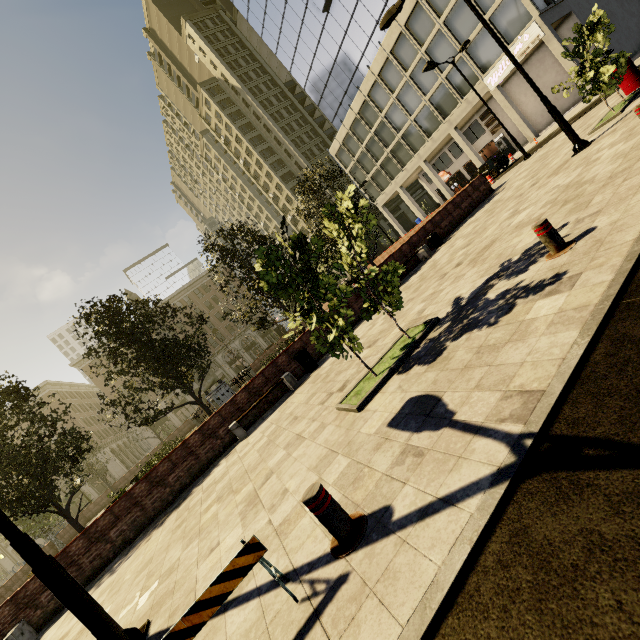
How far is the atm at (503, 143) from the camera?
33.3 meters

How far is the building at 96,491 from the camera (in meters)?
48.81

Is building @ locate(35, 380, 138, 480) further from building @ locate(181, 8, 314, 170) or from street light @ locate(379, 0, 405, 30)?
street light @ locate(379, 0, 405, 30)

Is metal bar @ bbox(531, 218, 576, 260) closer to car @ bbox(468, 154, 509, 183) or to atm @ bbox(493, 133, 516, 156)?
car @ bbox(468, 154, 509, 183)

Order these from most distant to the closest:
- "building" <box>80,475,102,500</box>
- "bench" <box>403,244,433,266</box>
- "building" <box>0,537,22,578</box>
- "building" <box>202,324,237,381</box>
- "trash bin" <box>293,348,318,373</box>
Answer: "building" <box>202,324,237,381</box>
"building" <box>80,475,102,500</box>
"building" <box>0,537,22,578</box>
"bench" <box>403,244,433,266</box>
"trash bin" <box>293,348,318,373</box>

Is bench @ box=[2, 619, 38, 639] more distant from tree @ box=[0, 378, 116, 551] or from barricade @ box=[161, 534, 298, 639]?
barricade @ box=[161, 534, 298, 639]

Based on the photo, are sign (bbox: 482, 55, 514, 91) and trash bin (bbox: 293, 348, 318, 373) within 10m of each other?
no

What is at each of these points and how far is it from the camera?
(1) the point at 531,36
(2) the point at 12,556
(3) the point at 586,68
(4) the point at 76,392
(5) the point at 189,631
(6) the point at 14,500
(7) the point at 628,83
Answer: (1) sign, 24.16m
(2) building, 44.88m
(3) tree, 10.98m
(4) building, 59.84m
(5) barricade, 2.48m
(6) tree, 10.35m
(7) barrel, 12.30m
